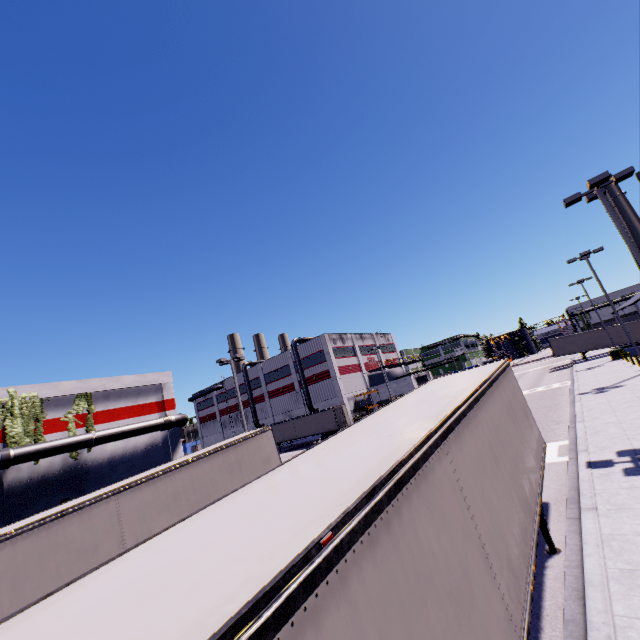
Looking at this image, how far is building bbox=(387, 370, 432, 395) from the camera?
50.38m

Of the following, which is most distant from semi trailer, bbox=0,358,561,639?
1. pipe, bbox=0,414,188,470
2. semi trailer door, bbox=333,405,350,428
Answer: pipe, bbox=0,414,188,470

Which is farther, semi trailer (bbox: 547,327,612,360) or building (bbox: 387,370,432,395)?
building (bbox: 387,370,432,395)

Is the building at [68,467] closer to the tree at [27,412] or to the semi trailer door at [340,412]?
the tree at [27,412]

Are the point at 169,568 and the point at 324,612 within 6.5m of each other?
yes

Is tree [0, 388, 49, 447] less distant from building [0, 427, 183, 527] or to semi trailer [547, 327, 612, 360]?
building [0, 427, 183, 527]

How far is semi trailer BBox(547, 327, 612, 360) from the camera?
43.8 meters

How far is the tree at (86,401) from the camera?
22.4m
